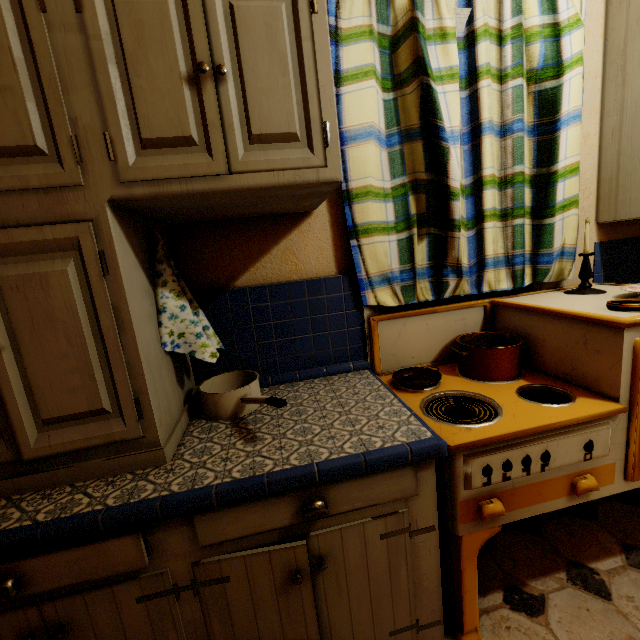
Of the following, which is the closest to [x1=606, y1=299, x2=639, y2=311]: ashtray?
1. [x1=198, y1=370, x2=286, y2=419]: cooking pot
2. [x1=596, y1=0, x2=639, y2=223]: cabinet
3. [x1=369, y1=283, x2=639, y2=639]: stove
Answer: [x1=369, y1=283, x2=639, y2=639]: stove

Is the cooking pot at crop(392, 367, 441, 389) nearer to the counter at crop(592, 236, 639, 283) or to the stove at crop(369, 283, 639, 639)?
the stove at crop(369, 283, 639, 639)

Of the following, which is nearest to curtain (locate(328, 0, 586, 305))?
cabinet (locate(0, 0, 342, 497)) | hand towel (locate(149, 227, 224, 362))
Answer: cabinet (locate(0, 0, 342, 497))

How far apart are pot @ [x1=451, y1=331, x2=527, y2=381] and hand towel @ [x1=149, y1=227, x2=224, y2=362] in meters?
1.0

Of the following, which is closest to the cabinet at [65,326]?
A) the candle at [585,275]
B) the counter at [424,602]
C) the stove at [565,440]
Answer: the counter at [424,602]

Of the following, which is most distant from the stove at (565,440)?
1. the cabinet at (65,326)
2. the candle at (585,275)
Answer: the cabinet at (65,326)

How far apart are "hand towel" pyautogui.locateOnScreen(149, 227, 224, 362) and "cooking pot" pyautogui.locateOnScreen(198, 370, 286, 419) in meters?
0.1

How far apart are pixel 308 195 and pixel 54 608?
1.29m
